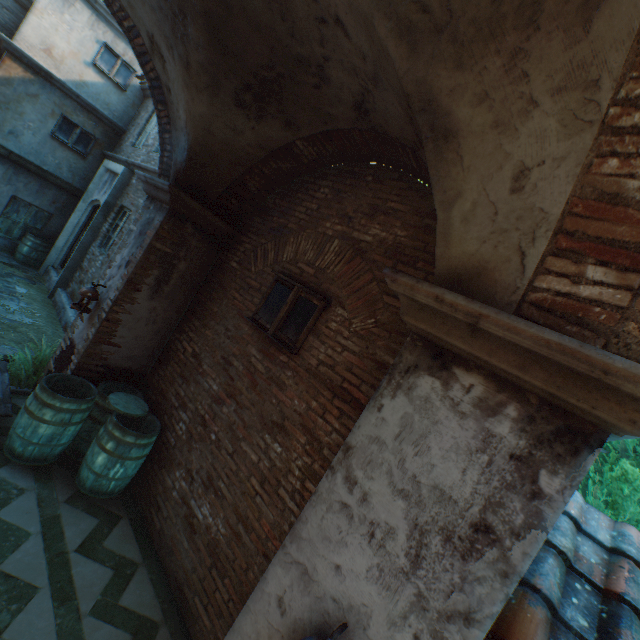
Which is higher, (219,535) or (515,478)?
(515,478)

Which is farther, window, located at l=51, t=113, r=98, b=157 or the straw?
window, located at l=51, t=113, r=98, b=157

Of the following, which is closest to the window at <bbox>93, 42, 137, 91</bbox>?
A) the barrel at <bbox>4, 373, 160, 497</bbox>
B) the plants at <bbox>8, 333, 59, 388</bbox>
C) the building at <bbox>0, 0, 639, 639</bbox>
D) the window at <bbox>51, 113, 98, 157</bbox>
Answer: the building at <bbox>0, 0, 639, 639</bbox>

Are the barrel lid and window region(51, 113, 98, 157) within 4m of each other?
no

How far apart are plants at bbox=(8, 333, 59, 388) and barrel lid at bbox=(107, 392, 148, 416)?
1.34m

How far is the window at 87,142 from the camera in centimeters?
977cm

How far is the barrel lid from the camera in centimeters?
434cm

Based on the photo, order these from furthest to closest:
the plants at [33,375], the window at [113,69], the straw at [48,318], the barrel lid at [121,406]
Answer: the window at [113,69] < the straw at [48,318] < the plants at [33,375] < the barrel lid at [121,406]
